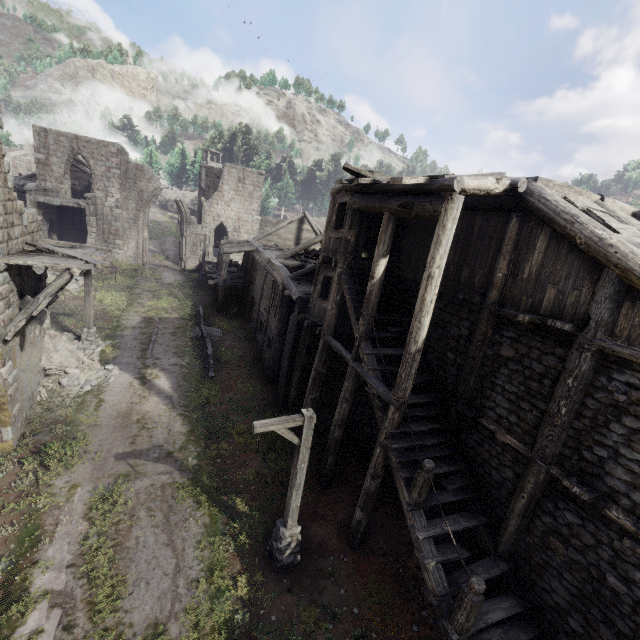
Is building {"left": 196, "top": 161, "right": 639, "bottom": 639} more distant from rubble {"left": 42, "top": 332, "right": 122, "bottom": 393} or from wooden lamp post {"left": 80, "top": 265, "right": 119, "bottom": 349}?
wooden lamp post {"left": 80, "top": 265, "right": 119, "bottom": 349}

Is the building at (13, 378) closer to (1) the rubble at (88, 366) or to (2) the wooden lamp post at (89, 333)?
(1) the rubble at (88, 366)

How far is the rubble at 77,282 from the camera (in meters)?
23.67

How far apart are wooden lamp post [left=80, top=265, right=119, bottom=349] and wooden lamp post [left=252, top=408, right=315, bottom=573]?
13.15m

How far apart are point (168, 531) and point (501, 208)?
12.8m

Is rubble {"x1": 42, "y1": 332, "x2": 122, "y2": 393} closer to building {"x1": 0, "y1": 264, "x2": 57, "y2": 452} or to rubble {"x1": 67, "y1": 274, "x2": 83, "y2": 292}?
building {"x1": 0, "y1": 264, "x2": 57, "y2": 452}

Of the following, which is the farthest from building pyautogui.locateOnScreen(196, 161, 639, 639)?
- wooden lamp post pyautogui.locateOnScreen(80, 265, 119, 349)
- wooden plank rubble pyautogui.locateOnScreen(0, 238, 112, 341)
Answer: wooden lamp post pyautogui.locateOnScreen(80, 265, 119, 349)

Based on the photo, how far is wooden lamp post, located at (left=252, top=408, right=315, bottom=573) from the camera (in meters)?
7.56
